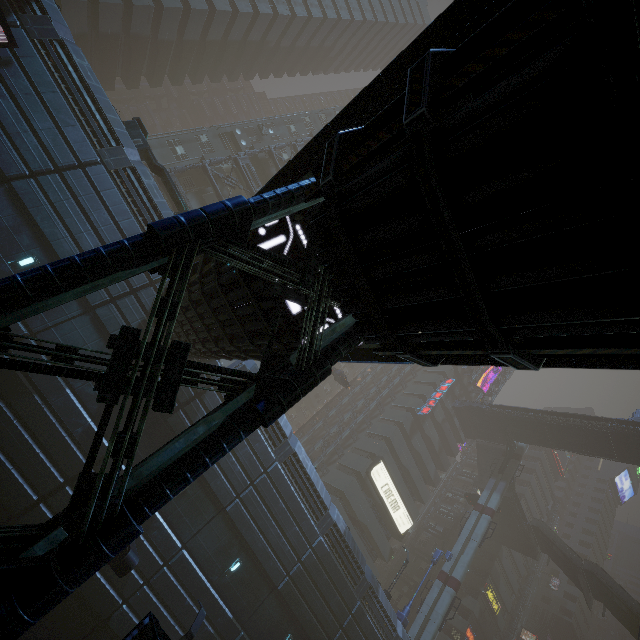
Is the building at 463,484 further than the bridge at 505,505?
Yes

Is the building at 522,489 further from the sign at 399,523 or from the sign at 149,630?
the sign at 149,630

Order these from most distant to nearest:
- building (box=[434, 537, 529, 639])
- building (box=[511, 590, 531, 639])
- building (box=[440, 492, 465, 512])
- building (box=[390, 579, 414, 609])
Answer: building (box=[511, 590, 531, 639])
building (box=[440, 492, 465, 512])
building (box=[434, 537, 529, 639])
building (box=[390, 579, 414, 609])

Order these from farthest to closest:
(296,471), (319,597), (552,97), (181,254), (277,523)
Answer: (296,471)
(319,597)
(277,523)
(181,254)
(552,97)

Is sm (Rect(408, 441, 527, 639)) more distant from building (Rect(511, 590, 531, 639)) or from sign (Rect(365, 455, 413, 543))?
sign (Rect(365, 455, 413, 543))

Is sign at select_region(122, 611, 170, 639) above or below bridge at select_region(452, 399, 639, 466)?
below

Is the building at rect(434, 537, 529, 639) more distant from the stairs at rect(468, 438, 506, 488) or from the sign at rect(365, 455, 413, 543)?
the stairs at rect(468, 438, 506, 488)

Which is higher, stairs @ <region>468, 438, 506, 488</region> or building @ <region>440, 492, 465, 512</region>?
stairs @ <region>468, 438, 506, 488</region>
